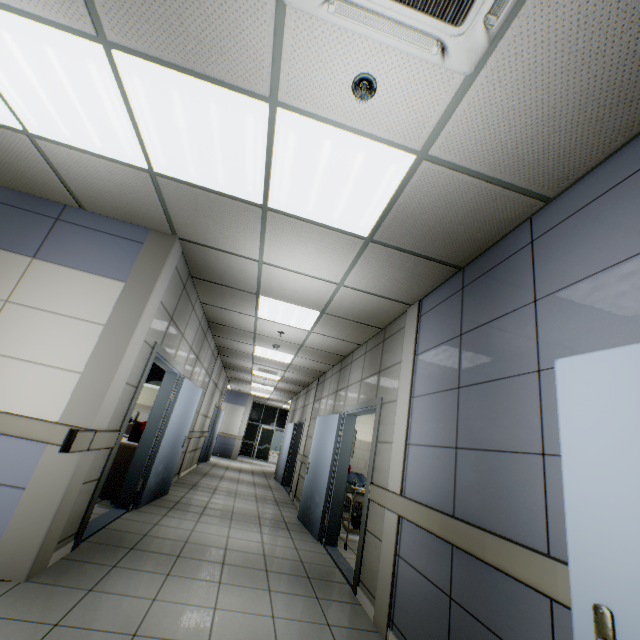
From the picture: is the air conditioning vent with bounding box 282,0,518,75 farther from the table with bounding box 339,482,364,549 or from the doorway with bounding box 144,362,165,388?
the doorway with bounding box 144,362,165,388

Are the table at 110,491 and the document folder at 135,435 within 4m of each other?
yes

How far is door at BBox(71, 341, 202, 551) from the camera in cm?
356

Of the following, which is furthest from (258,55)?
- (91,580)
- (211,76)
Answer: (91,580)

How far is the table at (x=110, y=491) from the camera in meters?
4.9 m

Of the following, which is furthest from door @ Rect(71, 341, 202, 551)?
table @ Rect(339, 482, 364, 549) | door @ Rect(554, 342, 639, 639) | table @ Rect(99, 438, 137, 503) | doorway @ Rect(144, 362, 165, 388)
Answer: door @ Rect(554, 342, 639, 639)

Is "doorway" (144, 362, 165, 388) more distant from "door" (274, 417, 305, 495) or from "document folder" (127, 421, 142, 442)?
"door" (274, 417, 305, 495)

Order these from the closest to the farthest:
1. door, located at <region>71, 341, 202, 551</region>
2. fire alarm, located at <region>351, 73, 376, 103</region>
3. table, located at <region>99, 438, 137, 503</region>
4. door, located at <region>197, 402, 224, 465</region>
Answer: fire alarm, located at <region>351, 73, 376, 103</region> → door, located at <region>71, 341, 202, 551</region> → table, located at <region>99, 438, 137, 503</region> → door, located at <region>197, 402, 224, 465</region>
